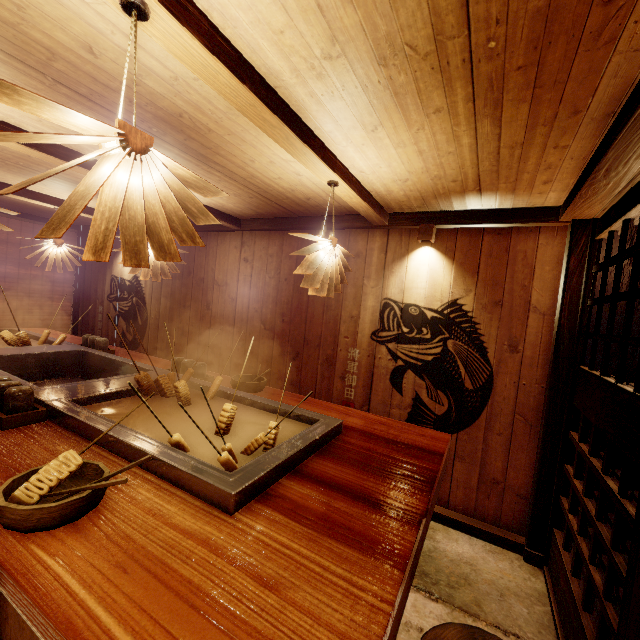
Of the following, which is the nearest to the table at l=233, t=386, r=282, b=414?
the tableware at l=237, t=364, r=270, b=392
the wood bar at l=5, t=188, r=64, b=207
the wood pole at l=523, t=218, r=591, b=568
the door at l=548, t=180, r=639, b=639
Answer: the tableware at l=237, t=364, r=270, b=392

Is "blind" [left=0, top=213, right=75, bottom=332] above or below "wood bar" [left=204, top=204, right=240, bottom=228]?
below

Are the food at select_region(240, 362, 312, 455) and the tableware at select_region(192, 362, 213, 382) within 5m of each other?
yes

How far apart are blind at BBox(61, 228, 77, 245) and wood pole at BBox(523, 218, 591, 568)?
13.6 meters

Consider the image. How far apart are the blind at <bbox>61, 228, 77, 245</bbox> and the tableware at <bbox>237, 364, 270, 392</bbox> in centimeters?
933cm

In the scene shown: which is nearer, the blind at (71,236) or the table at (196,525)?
the table at (196,525)

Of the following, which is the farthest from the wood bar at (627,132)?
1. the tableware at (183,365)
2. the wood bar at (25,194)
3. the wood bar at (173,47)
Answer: the wood bar at (25,194)

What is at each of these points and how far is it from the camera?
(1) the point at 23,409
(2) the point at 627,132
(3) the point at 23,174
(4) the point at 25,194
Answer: (1) tableware, 3.0m
(2) wood bar, 2.5m
(3) building, 6.0m
(4) wood bar, 6.9m
